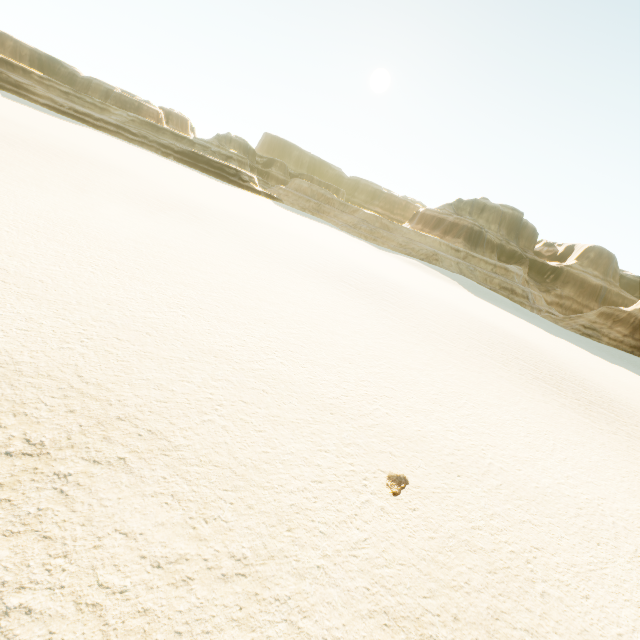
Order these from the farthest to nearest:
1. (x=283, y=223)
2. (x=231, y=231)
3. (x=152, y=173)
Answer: (x=283, y=223) → (x=152, y=173) → (x=231, y=231)
